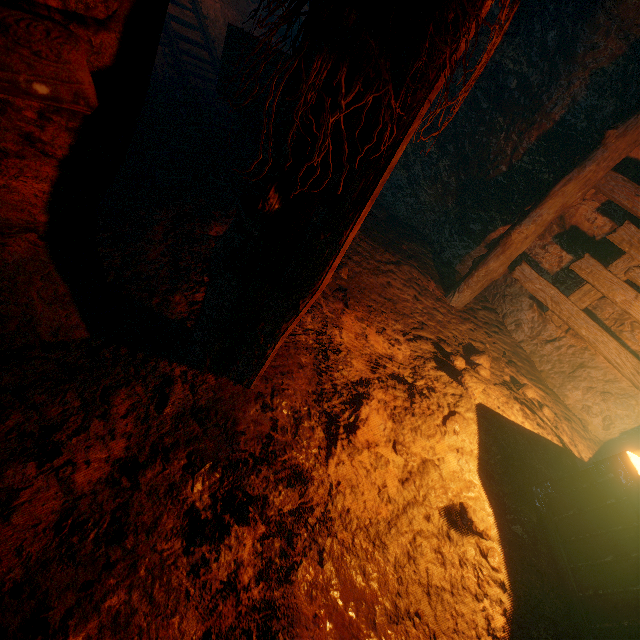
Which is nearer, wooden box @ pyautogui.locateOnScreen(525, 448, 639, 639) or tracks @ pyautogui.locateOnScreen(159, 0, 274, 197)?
wooden box @ pyautogui.locateOnScreen(525, 448, 639, 639)

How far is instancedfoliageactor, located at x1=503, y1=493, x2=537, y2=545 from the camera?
2.4m

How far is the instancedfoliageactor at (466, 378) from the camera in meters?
Answer: 3.3

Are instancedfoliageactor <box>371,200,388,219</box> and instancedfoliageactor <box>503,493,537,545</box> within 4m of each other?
no

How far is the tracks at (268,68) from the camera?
3.2 meters

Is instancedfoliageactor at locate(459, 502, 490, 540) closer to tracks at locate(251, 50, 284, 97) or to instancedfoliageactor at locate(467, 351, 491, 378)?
instancedfoliageactor at locate(467, 351, 491, 378)

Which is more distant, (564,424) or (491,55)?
(564,424)

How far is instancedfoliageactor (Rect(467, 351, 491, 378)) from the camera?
3.81m
